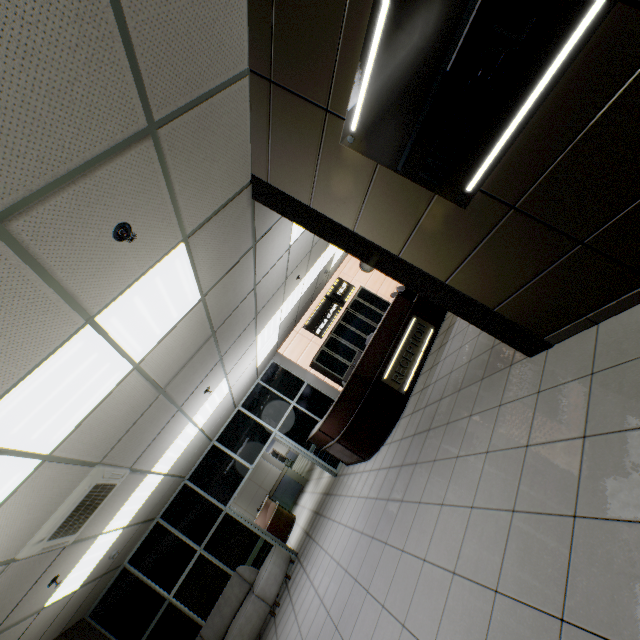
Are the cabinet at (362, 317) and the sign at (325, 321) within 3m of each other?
yes

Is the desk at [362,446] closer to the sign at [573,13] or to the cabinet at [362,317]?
the cabinet at [362,317]

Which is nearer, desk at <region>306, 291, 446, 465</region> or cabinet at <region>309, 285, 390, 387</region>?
desk at <region>306, 291, 446, 465</region>

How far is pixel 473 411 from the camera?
3.6m

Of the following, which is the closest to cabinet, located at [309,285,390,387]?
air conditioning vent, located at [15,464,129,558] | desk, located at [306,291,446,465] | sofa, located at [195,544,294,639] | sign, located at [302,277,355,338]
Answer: sign, located at [302,277,355,338]

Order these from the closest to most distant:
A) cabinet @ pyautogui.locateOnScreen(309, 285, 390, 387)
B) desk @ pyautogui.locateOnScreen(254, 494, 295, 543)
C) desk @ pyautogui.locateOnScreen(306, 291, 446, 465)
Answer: desk @ pyautogui.locateOnScreen(306, 291, 446, 465)
cabinet @ pyautogui.locateOnScreen(309, 285, 390, 387)
desk @ pyautogui.locateOnScreen(254, 494, 295, 543)

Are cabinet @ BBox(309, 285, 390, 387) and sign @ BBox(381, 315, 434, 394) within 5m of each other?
yes

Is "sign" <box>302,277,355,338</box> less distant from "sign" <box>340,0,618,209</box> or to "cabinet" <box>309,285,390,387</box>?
"cabinet" <box>309,285,390,387</box>
